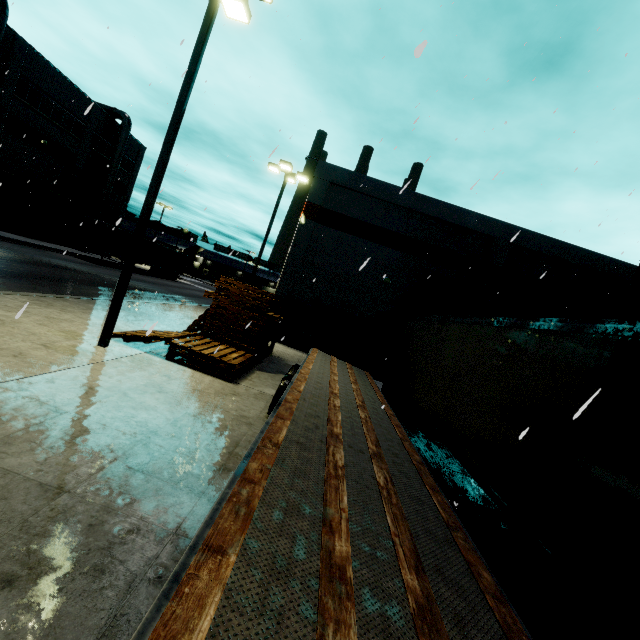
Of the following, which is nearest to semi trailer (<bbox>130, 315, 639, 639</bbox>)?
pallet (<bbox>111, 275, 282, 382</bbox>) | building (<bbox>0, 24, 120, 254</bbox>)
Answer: building (<bbox>0, 24, 120, 254</bbox>)

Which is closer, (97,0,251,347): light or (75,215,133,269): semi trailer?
(97,0,251,347): light

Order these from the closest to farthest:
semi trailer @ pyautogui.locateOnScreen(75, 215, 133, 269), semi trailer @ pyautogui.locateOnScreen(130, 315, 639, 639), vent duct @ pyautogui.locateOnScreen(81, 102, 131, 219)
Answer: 1. semi trailer @ pyautogui.locateOnScreen(130, 315, 639, 639)
2. semi trailer @ pyautogui.locateOnScreen(75, 215, 133, 269)
3. vent duct @ pyautogui.locateOnScreen(81, 102, 131, 219)

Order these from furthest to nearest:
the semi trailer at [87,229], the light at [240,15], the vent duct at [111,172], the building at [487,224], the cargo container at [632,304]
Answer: the vent duct at [111,172] < the semi trailer at [87,229] < the building at [487,224] < the cargo container at [632,304] < the light at [240,15]

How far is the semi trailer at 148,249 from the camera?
36.00m

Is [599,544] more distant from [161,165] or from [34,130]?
[34,130]

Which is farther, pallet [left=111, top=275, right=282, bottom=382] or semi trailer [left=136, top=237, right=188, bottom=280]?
semi trailer [left=136, top=237, right=188, bottom=280]

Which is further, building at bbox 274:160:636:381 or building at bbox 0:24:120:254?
building at bbox 0:24:120:254
